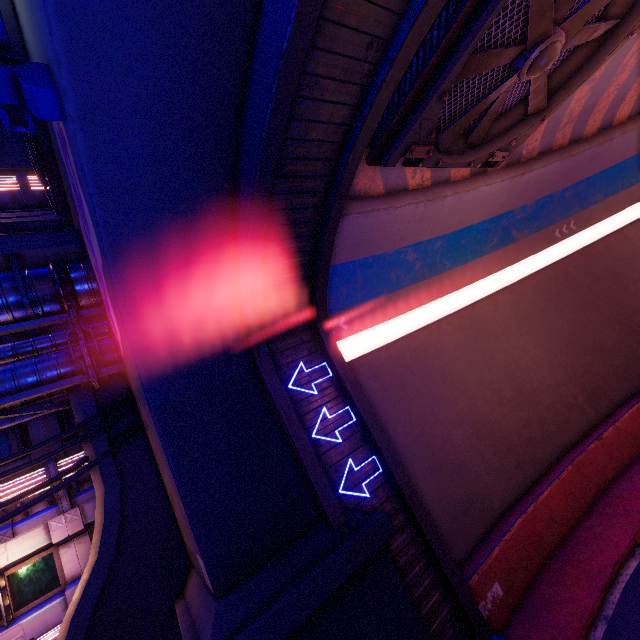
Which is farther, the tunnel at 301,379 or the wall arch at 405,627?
the tunnel at 301,379

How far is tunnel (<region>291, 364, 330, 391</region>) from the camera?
8.7 meters

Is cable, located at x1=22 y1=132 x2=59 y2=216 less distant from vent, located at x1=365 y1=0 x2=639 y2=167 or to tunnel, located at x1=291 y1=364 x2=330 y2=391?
tunnel, located at x1=291 y1=364 x2=330 y2=391

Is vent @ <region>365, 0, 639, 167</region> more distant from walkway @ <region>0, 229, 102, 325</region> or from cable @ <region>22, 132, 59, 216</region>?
walkway @ <region>0, 229, 102, 325</region>

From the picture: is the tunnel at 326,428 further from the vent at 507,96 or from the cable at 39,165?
the cable at 39,165

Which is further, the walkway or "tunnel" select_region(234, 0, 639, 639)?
the walkway

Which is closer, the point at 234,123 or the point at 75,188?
the point at 234,123

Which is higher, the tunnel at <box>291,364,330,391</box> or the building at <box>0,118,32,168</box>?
the building at <box>0,118,32,168</box>
